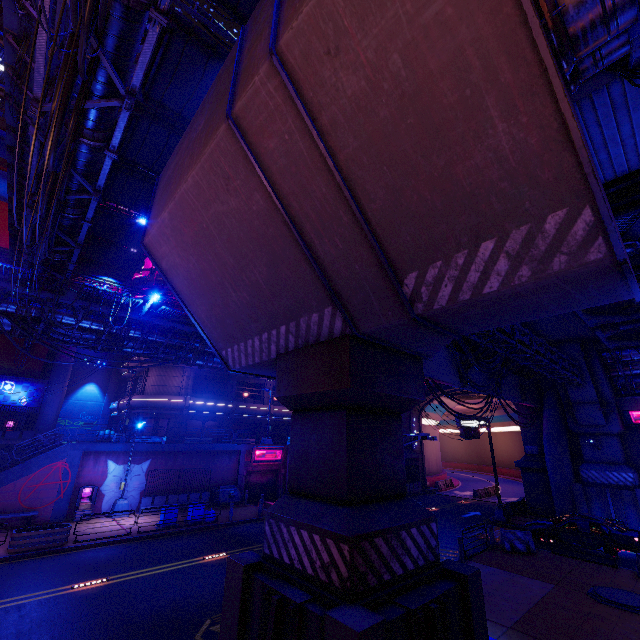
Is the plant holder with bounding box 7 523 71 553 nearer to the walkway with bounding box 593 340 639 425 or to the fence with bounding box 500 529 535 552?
the fence with bounding box 500 529 535 552

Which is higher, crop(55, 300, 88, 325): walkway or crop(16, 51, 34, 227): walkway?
crop(16, 51, 34, 227): walkway

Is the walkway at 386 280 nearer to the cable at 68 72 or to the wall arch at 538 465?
the wall arch at 538 465

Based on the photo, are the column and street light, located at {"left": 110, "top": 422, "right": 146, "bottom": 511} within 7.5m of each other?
yes

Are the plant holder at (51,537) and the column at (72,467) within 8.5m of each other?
yes

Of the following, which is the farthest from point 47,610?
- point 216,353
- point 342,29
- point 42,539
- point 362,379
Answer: point 342,29

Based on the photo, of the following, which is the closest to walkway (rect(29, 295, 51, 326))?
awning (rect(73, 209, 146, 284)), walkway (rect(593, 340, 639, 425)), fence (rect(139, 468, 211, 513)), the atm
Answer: awning (rect(73, 209, 146, 284))

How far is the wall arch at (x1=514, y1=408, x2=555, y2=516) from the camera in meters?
25.9
